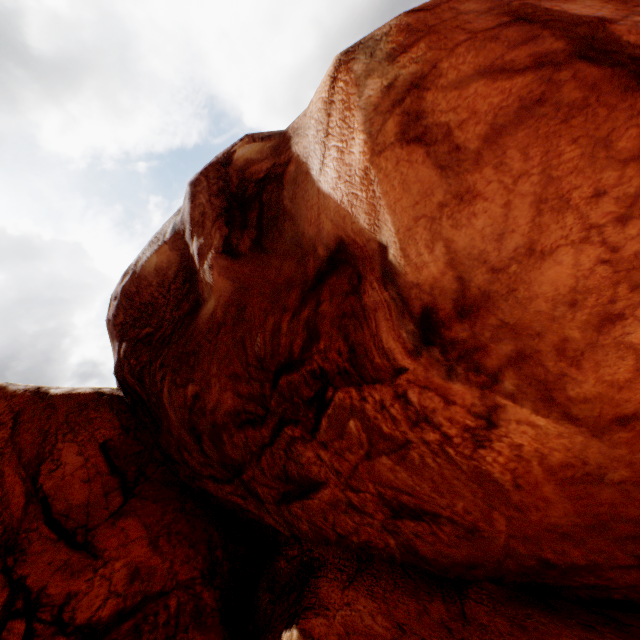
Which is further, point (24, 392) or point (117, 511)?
point (24, 392)
